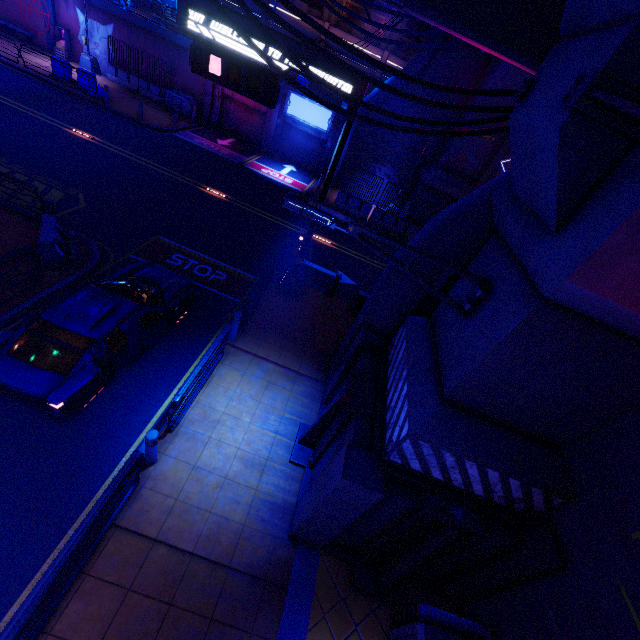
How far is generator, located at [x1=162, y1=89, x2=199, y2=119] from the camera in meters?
23.9

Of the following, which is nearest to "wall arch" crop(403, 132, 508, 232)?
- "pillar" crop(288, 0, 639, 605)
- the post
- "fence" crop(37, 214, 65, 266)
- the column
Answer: "pillar" crop(288, 0, 639, 605)

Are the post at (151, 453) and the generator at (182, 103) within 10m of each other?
no

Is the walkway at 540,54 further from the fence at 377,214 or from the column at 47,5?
the column at 47,5

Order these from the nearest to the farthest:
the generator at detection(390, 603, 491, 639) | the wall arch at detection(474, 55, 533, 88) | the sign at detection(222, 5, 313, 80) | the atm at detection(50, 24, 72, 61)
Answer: the generator at detection(390, 603, 491, 639) → the sign at detection(222, 5, 313, 80) → the wall arch at detection(474, 55, 533, 88) → the atm at detection(50, 24, 72, 61)

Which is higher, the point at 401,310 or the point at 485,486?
the point at 401,310

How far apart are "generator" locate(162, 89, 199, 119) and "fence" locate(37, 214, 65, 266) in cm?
1912

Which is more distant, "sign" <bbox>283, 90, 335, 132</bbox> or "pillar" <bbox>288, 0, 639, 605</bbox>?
"sign" <bbox>283, 90, 335, 132</bbox>
